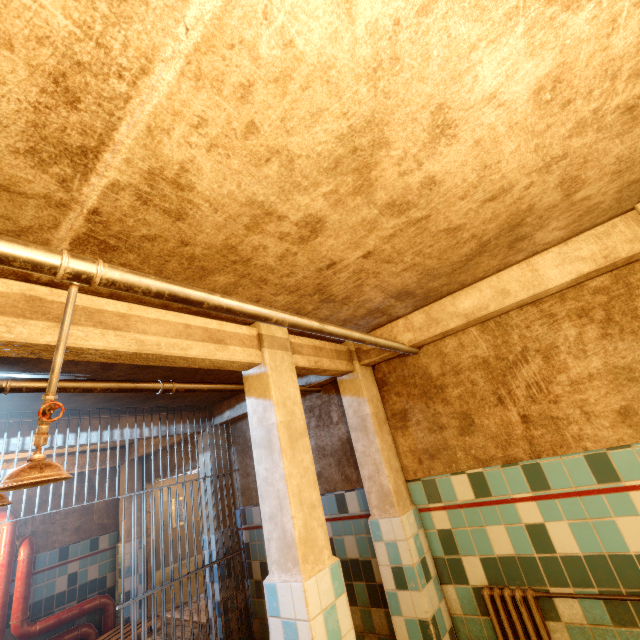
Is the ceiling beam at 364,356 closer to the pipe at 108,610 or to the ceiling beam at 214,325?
the ceiling beam at 214,325

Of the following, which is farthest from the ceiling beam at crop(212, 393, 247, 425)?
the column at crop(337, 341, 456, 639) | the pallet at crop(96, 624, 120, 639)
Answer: the pallet at crop(96, 624, 120, 639)

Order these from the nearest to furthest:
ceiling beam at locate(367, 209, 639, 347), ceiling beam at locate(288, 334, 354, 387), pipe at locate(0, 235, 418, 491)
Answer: pipe at locate(0, 235, 418, 491), ceiling beam at locate(367, 209, 639, 347), ceiling beam at locate(288, 334, 354, 387)

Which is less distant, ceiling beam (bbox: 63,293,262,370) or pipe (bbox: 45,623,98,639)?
ceiling beam (bbox: 63,293,262,370)

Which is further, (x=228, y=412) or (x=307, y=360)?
(x=228, y=412)

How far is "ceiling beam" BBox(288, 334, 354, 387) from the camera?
2.8 meters

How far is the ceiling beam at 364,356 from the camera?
3.3m

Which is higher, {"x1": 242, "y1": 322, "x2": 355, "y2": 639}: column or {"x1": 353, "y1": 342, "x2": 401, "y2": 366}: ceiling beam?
{"x1": 353, "y1": 342, "x2": 401, "y2": 366}: ceiling beam
